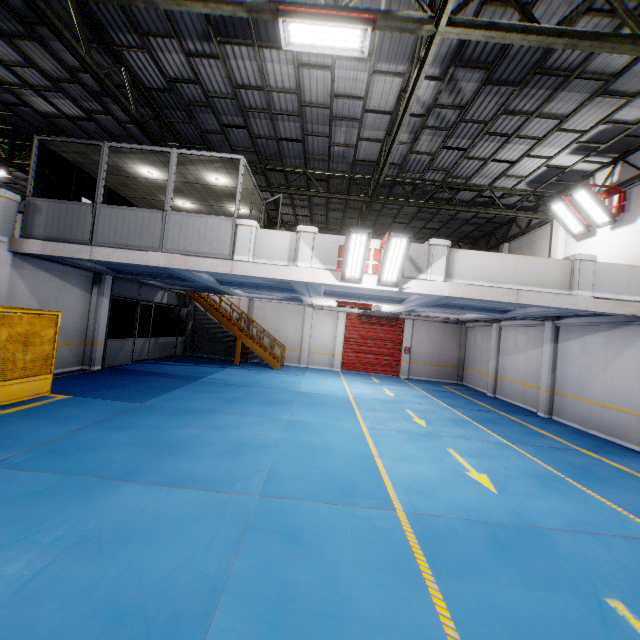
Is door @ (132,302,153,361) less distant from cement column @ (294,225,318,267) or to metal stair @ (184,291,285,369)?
metal stair @ (184,291,285,369)

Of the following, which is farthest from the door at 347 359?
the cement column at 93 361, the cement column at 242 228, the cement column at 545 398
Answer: the cement column at 93 361

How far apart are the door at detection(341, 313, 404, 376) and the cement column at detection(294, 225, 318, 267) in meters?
11.6

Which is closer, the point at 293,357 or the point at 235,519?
the point at 235,519

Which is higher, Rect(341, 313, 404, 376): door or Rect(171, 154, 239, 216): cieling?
Rect(171, 154, 239, 216): cieling

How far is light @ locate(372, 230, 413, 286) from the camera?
7.9m

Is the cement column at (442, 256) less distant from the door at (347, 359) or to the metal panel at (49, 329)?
the metal panel at (49, 329)

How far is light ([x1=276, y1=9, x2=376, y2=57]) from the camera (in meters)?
5.39
